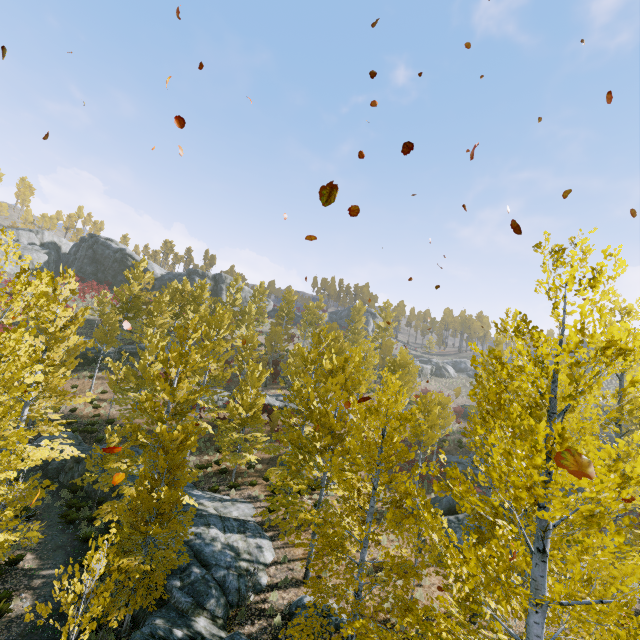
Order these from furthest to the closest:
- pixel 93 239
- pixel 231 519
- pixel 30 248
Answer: pixel 93 239 → pixel 30 248 → pixel 231 519

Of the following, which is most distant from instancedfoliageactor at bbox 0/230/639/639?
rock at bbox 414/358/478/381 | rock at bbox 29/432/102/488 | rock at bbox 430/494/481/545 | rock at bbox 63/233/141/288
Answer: rock at bbox 63/233/141/288

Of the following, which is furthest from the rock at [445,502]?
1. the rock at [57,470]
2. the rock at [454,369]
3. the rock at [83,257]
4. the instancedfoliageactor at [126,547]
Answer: the rock at [83,257]

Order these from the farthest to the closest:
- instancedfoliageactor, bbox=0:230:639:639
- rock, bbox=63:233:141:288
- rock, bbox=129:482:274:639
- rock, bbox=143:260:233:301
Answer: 1. rock, bbox=143:260:233:301
2. rock, bbox=63:233:141:288
3. rock, bbox=129:482:274:639
4. instancedfoliageactor, bbox=0:230:639:639

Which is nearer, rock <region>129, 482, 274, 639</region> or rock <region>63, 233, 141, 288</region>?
rock <region>129, 482, 274, 639</region>

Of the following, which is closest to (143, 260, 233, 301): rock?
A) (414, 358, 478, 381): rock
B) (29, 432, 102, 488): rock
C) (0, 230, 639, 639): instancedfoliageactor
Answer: (0, 230, 639, 639): instancedfoliageactor

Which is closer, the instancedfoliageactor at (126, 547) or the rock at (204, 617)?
the instancedfoliageactor at (126, 547)

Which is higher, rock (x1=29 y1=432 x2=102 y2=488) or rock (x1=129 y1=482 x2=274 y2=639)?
rock (x1=129 y1=482 x2=274 y2=639)
